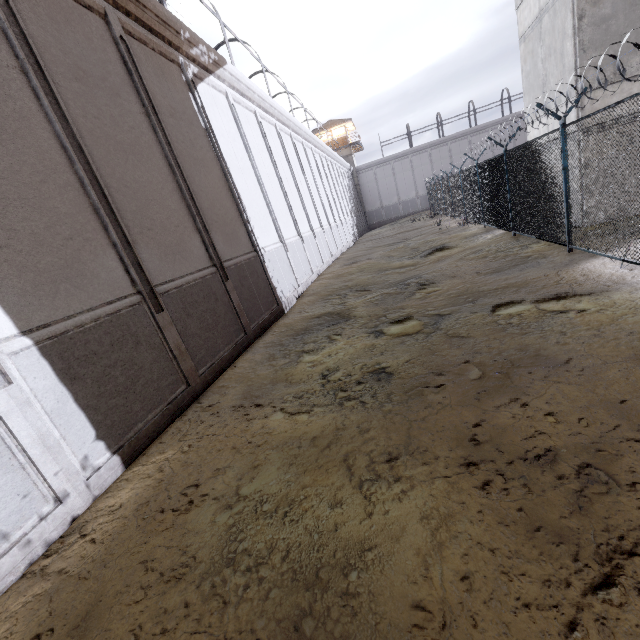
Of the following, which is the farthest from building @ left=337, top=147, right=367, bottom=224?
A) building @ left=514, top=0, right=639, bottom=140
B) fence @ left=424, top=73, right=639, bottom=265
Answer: building @ left=514, top=0, right=639, bottom=140

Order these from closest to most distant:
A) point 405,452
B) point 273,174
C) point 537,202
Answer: point 405,452, point 537,202, point 273,174

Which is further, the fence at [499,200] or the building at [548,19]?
the building at [548,19]

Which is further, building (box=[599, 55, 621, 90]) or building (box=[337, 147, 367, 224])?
building (box=[337, 147, 367, 224])

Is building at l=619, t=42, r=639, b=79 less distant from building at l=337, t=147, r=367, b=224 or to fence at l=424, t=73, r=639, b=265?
fence at l=424, t=73, r=639, b=265

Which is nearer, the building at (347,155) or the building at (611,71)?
the building at (611,71)
